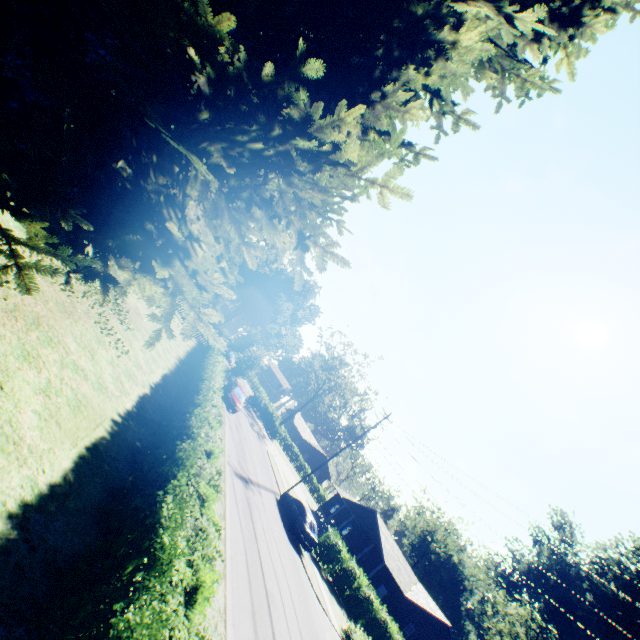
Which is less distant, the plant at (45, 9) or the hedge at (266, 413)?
the plant at (45, 9)

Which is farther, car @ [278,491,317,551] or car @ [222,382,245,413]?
car @ [222,382,245,413]

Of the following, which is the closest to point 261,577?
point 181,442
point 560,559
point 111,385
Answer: point 181,442

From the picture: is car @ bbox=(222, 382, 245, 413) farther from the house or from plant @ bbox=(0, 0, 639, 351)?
the house

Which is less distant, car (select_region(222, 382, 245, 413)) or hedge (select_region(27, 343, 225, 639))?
hedge (select_region(27, 343, 225, 639))

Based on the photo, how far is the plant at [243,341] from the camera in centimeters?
3060cm

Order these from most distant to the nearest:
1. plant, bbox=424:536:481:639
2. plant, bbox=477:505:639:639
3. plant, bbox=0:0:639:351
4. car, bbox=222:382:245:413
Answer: plant, bbox=424:536:481:639, plant, bbox=477:505:639:639, car, bbox=222:382:245:413, plant, bbox=0:0:639:351

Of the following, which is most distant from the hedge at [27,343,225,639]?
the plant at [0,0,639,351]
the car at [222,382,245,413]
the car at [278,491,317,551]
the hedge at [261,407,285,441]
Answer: the hedge at [261,407,285,441]
